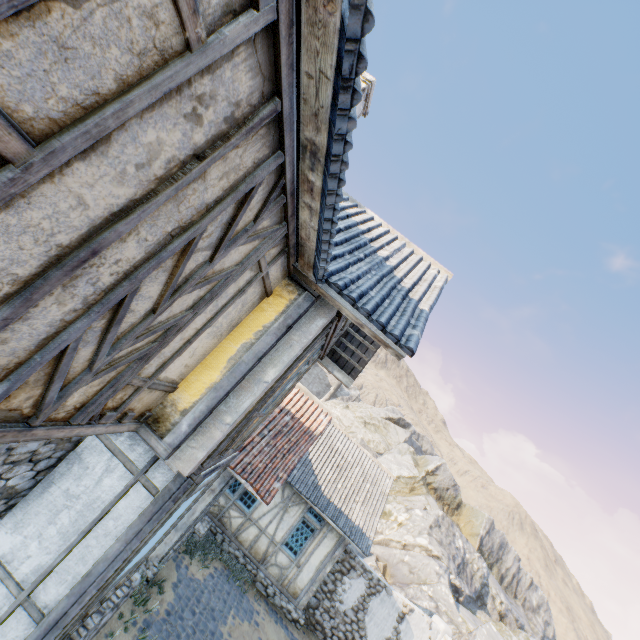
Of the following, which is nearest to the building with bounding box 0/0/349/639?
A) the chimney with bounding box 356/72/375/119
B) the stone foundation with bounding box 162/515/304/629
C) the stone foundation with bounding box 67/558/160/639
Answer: the stone foundation with bounding box 67/558/160/639

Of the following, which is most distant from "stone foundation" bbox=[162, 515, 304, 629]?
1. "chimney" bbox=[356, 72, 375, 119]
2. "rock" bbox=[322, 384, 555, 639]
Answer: "chimney" bbox=[356, 72, 375, 119]

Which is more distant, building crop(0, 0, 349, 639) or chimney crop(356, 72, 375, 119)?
chimney crop(356, 72, 375, 119)

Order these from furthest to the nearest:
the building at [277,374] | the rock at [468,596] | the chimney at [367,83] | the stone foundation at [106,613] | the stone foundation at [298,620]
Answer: the rock at [468,596], the stone foundation at [298,620], the chimney at [367,83], the stone foundation at [106,613], the building at [277,374]

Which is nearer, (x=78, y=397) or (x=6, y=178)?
(x=6, y=178)

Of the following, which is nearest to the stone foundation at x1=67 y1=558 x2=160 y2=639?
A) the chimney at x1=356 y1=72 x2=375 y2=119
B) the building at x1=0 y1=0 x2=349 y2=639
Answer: the building at x1=0 y1=0 x2=349 y2=639

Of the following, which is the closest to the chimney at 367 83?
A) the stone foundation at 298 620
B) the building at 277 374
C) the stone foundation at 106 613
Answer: the building at 277 374
